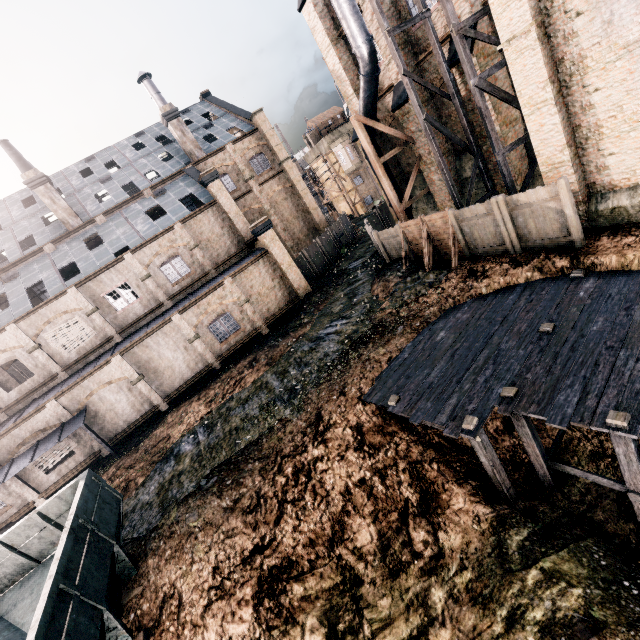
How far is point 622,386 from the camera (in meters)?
7.53

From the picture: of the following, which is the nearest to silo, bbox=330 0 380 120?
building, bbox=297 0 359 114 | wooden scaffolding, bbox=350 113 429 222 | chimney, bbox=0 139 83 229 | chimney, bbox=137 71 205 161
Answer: building, bbox=297 0 359 114

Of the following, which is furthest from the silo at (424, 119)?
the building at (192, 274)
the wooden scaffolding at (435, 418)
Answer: the building at (192, 274)

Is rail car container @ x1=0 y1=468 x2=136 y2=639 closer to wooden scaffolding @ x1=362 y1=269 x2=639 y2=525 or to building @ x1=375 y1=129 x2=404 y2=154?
wooden scaffolding @ x1=362 y1=269 x2=639 y2=525

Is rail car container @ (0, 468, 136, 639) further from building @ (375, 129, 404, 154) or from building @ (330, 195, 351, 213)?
building @ (375, 129, 404, 154)

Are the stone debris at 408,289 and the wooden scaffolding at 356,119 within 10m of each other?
yes

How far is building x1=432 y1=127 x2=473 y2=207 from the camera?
20.20m

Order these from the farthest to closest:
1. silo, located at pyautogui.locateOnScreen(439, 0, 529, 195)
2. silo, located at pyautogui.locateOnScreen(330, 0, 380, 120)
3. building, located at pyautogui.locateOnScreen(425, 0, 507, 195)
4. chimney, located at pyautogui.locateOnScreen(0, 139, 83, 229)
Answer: chimney, located at pyautogui.locateOnScreen(0, 139, 83, 229) → silo, located at pyautogui.locateOnScreen(330, 0, 380, 120) → building, located at pyautogui.locateOnScreen(425, 0, 507, 195) → silo, located at pyautogui.locateOnScreen(439, 0, 529, 195)
